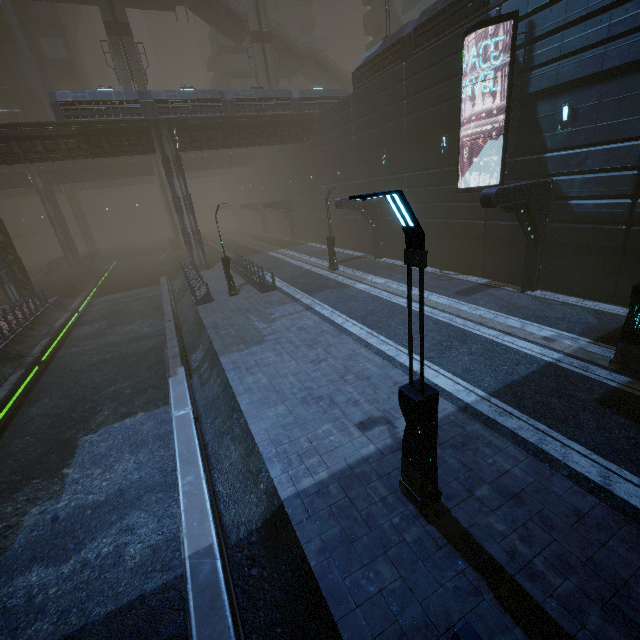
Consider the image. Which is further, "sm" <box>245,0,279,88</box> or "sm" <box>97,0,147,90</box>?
"sm" <box>245,0,279,88</box>

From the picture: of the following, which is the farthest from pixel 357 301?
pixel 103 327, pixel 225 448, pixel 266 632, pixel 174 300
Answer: pixel 103 327

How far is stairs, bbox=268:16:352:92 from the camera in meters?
37.8

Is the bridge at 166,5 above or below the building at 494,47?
above

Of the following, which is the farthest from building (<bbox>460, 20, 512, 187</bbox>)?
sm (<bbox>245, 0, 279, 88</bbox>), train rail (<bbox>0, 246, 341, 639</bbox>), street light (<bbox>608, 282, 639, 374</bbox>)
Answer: street light (<bbox>608, 282, 639, 374</bbox>)

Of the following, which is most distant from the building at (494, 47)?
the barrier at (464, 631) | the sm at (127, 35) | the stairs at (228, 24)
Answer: the sm at (127, 35)

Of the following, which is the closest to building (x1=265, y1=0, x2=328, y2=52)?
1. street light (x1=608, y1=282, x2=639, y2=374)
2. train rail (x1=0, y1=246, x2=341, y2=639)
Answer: train rail (x1=0, y1=246, x2=341, y2=639)

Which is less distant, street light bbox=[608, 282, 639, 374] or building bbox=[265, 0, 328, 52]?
street light bbox=[608, 282, 639, 374]
